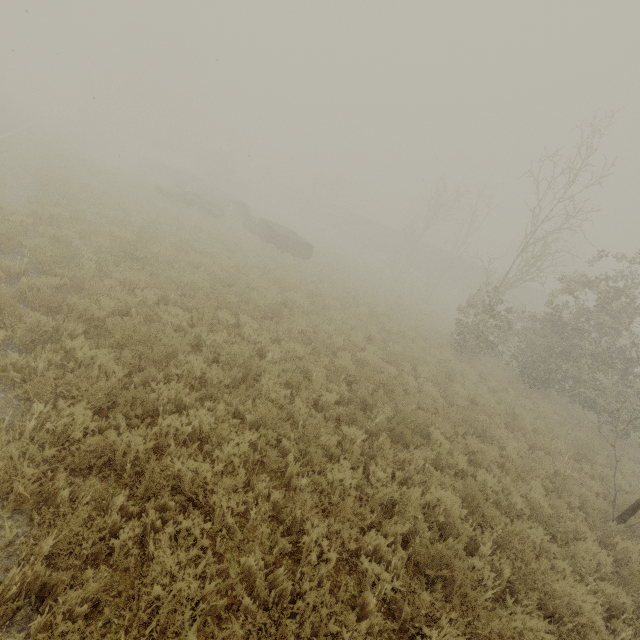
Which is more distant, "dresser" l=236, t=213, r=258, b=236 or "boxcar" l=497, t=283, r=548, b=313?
"boxcar" l=497, t=283, r=548, b=313

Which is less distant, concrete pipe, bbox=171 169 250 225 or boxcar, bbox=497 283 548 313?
concrete pipe, bbox=171 169 250 225

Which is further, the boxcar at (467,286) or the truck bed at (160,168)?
the boxcar at (467,286)

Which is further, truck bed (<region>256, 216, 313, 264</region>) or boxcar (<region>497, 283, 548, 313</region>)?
boxcar (<region>497, 283, 548, 313</region>)

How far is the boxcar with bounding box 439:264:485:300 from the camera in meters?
38.9 m

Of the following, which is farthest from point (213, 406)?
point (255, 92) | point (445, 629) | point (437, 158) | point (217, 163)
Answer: point (217, 163)

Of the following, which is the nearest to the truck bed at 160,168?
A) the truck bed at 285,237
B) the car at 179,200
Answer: the car at 179,200

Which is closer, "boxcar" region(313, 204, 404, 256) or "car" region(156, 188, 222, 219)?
"car" region(156, 188, 222, 219)
